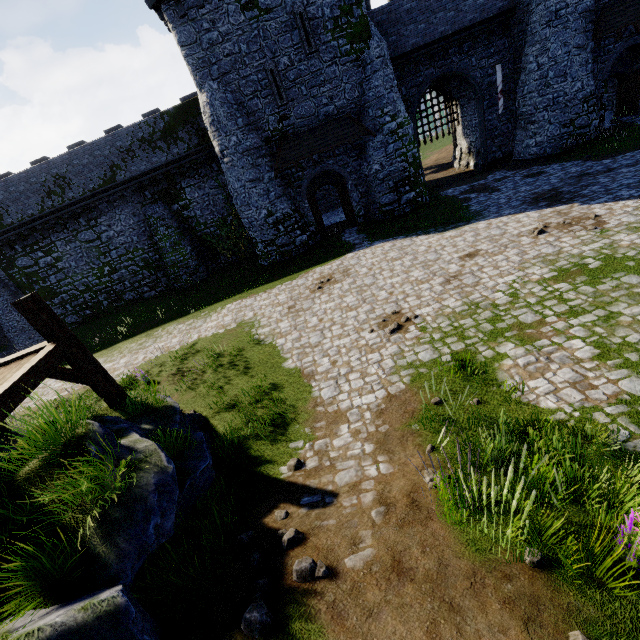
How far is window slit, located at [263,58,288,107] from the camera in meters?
17.2

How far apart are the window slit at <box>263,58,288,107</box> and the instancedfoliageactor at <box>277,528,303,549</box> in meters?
20.2

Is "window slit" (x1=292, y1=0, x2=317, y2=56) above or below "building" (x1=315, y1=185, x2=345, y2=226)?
above

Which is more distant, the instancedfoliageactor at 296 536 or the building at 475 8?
the building at 475 8

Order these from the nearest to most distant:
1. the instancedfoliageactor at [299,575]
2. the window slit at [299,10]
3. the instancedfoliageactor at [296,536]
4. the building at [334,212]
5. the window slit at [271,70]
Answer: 1. the instancedfoliageactor at [299,575]
2. the instancedfoliageactor at [296,536]
3. the window slit at [299,10]
4. the window slit at [271,70]
5. the building at [334,212]

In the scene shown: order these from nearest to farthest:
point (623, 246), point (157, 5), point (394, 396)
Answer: point (394, 396) → point (623, 246) → point (157, 5)

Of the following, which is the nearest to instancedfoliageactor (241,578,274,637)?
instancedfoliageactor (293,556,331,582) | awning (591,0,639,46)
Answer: instancedfoliageactor (293,556,331,582)

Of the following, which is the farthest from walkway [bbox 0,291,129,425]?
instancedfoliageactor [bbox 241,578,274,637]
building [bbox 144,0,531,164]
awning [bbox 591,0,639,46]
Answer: awning [bbox 591,0,639,46]
